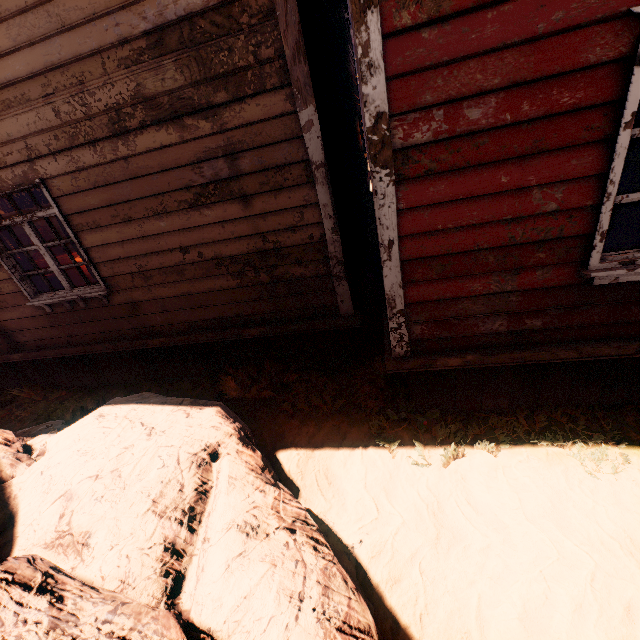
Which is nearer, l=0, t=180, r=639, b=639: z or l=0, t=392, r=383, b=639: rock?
l=0, t=392, r=383, b=639: rock

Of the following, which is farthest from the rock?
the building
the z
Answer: the building

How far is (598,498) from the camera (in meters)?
2.74

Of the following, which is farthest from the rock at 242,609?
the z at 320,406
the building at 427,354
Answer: the building at 427,354

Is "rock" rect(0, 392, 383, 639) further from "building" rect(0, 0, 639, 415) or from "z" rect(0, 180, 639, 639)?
"building" rect(0, 0, 639, 415)

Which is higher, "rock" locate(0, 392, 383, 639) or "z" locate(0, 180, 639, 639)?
"rock" locate(0, 392, 383, 639)

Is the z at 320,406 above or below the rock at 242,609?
below
